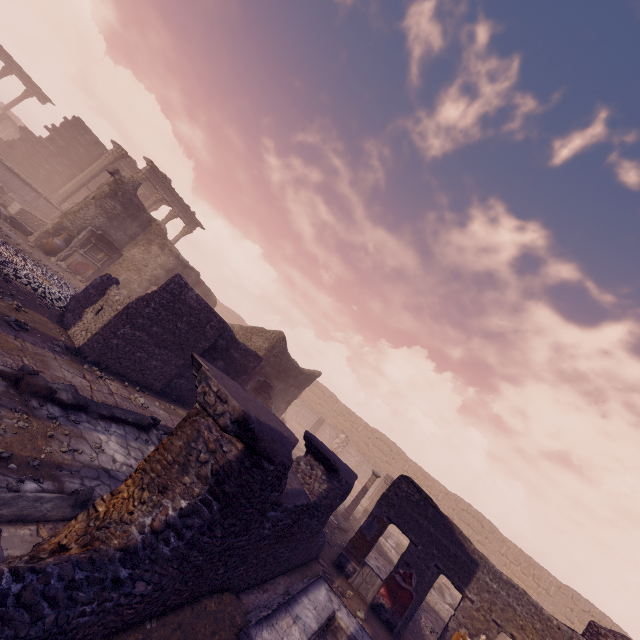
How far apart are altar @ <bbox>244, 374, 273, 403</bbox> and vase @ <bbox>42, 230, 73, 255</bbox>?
9.92m

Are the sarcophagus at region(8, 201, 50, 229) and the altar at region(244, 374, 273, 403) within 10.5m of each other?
no

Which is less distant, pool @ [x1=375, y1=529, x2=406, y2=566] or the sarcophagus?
pool @ [x1=375, y1=529, x2=406, y2=566]

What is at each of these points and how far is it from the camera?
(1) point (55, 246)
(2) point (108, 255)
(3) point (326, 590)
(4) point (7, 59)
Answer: (1) vase, 13.7m
(2) altar, 15.2m
(3) pool, 6.2m
(4) entablature, 28.3m

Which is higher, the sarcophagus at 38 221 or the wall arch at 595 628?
the wall arch at 595 628

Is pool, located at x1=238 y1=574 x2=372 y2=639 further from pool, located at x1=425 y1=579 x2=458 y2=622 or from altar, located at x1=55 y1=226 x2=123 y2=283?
altar, located at x1=55 y1=226 x2=123 y2=283

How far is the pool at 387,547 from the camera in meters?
14.2

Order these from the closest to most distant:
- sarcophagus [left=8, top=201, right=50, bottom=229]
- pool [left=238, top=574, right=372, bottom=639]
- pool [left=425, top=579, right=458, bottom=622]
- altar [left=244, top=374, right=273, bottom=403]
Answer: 1. pool [left=238, top=574, right=372, bottom=639]
2. pool [left=425, top=579, right=458, bottom=622]
3. altar [left=244, top=374, right=273, bottom=403]
4. sarcophagus [left=8, top=201, right=50, bottom=229]
